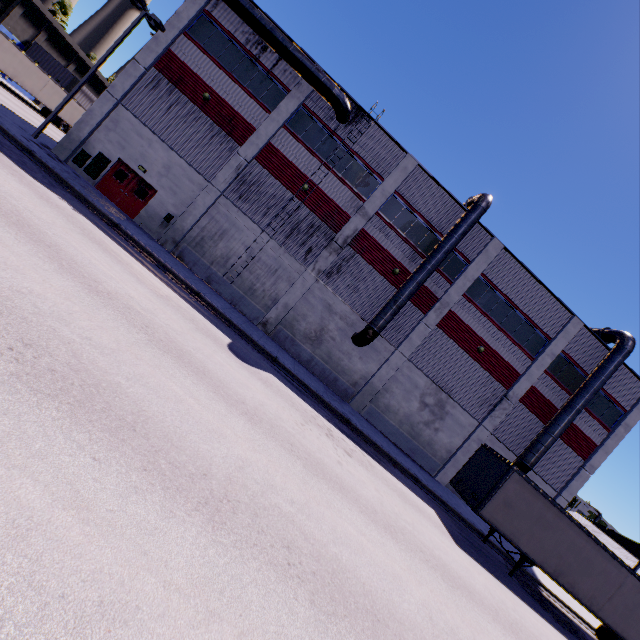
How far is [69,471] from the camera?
3.5m

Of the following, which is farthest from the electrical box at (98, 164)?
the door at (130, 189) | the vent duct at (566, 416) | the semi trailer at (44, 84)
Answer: the vent duct at (566, 416)

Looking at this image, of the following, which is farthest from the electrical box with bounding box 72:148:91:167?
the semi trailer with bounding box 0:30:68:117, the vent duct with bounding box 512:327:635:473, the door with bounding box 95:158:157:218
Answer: the vent duct with bounding box 512:327:635:473

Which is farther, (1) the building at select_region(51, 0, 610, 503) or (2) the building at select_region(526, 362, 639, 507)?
(2) the building at select_region(526, 362, 639, 507)

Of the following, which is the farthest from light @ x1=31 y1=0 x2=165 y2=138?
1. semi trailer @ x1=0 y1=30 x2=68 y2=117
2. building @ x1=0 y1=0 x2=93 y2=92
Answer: semi trailer @ x1=0 y1=30 x2=68 y2=117

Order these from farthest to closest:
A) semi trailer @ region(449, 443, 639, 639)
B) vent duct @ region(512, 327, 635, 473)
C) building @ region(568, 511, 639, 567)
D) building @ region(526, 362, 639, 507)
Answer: building @ region(568, 511, 639, 567) < building @ region(526, 362, 639, 507) < vent duct @ region(512, 327, 635, 473) < semi trailer @ region(449, 443, 639, 639)

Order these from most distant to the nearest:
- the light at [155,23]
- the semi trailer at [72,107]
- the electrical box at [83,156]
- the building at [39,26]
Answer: the building at [39,26]
the semi trailer at [72,107]
the electrical box at [83,156]
the light at [155,23]

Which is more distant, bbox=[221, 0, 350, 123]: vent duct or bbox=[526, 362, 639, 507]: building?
bbox=[526, 362, 639, 507]: building
